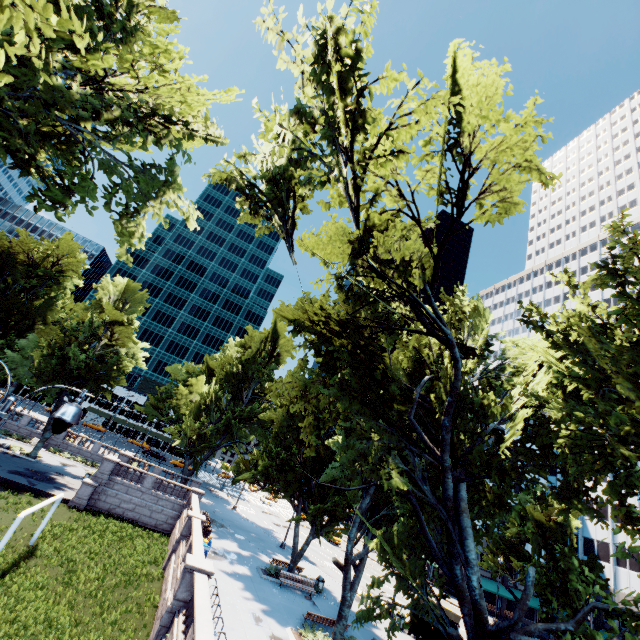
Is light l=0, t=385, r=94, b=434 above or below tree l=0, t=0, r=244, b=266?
below

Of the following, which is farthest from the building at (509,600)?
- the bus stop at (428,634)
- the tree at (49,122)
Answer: the bus stop at (428,634)

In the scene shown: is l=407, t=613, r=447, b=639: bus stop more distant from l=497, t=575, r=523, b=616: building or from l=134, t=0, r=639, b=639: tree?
l=134, t=0, r=639, b=639: tree

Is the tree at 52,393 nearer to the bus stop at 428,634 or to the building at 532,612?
the building at 532,612

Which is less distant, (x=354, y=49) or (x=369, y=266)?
(x=354, y=49)

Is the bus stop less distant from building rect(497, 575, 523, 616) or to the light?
building rect(497, 575, 523, 616)

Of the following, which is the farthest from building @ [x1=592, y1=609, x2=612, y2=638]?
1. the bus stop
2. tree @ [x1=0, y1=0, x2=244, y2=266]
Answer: the bus stop

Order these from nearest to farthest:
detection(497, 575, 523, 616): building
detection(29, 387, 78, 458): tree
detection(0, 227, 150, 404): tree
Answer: detection(29, 387, 78, 458): tree
detection(0, 227, 150, 404): tree
detection(497, 575, 523, 616): building
